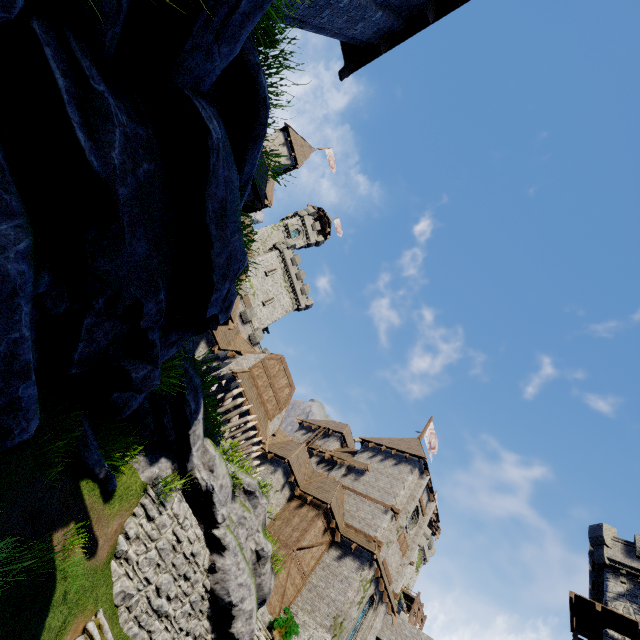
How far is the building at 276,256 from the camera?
46.3m

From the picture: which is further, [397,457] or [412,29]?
[397,457]

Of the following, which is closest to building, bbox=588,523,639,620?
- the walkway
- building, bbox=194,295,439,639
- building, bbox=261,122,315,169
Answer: the walkway

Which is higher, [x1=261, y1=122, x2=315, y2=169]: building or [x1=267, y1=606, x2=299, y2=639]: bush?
[x1=261, y1=122, x2=315, y2=169]: building

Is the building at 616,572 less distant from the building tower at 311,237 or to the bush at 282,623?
the bush at 282,623

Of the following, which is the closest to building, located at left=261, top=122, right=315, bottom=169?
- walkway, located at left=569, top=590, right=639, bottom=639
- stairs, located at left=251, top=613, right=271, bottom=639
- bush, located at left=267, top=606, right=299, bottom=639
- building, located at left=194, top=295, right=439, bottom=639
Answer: building, located at left=194, top=295, right=439, bottom=639

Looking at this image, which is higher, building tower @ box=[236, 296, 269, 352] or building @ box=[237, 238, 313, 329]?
building @ box=[237, 238, 313, 329]

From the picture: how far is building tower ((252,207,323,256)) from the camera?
50.41m
